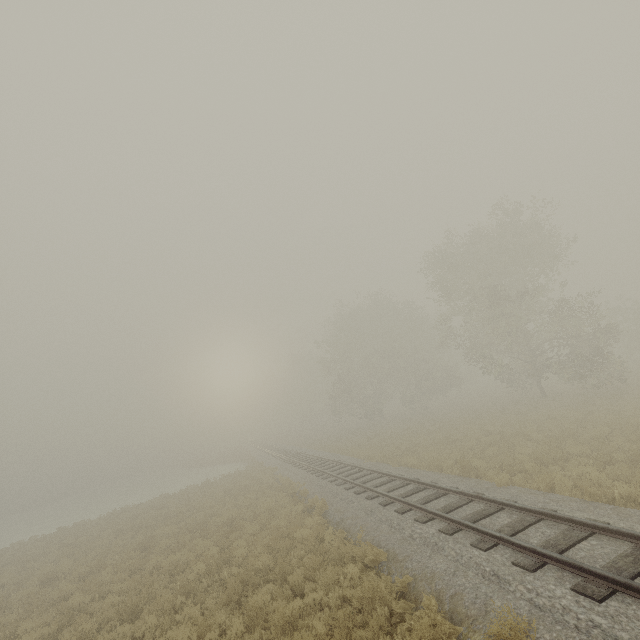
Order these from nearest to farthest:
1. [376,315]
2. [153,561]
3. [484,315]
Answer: → [153,561] → [484,315] → [376,315]
